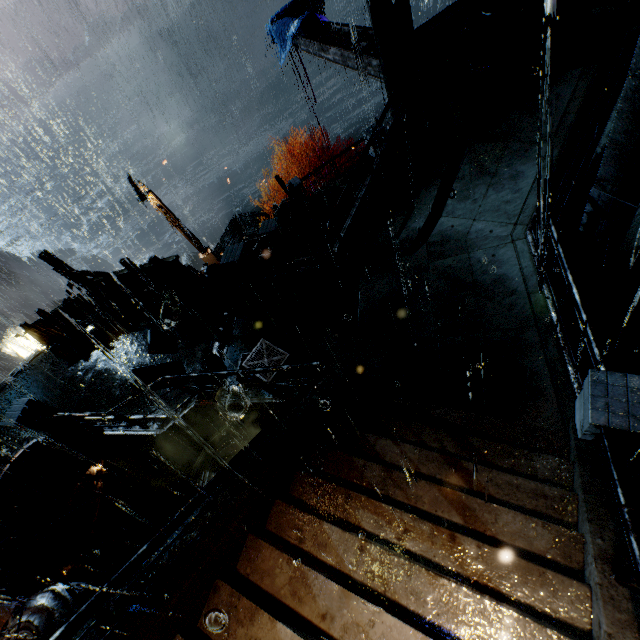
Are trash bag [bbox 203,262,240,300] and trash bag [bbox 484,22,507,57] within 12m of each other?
yes

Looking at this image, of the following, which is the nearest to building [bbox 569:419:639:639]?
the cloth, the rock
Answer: the rock

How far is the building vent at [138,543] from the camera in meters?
12.0

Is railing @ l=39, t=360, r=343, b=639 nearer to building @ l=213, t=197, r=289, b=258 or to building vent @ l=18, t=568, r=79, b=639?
building @ l=213, t=197, r=289, b=258

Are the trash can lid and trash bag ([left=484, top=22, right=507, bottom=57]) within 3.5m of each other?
yes

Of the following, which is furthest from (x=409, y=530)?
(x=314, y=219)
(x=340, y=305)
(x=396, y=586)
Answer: (x=314, y=219)

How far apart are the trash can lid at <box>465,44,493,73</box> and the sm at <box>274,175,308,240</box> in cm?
823

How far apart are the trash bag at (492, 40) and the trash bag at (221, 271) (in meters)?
10.78
